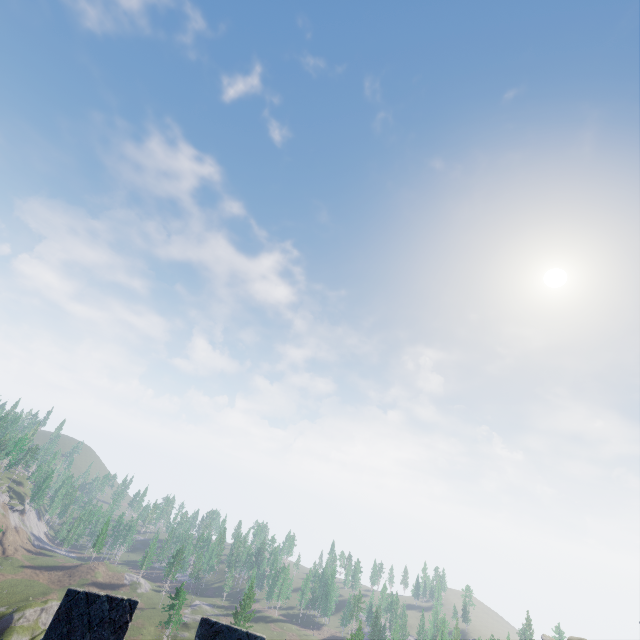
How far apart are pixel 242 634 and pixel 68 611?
3.3m
